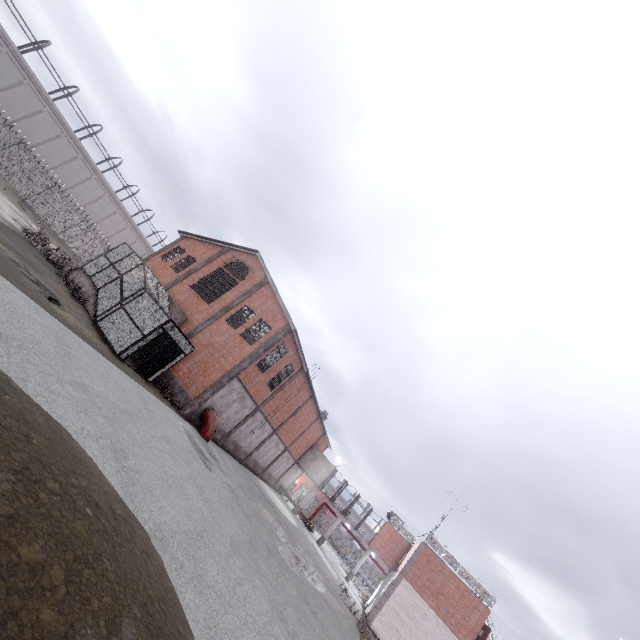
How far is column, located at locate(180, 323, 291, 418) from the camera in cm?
2016

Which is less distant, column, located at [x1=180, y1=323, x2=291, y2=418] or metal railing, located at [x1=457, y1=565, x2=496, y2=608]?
column, located at [x1=180, y1=323, x2=291, y2=418]

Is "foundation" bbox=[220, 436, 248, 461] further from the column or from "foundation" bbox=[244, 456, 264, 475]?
the column

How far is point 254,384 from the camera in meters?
23.8

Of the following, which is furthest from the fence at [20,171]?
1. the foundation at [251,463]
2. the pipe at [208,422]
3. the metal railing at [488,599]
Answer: the pipe at [208,422]

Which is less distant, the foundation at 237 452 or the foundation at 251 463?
the foundation at 237 452

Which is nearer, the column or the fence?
the column

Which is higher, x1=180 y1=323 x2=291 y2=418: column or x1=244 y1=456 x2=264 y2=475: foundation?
x1=180 y1=323 x2=291 y2=418: column
